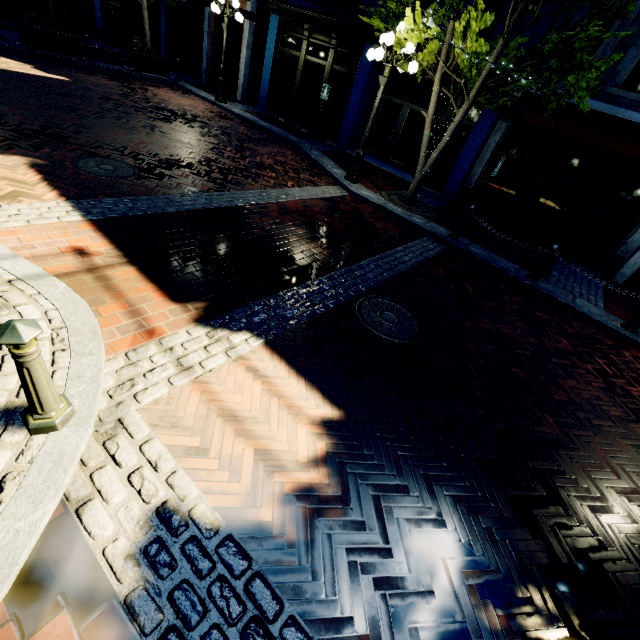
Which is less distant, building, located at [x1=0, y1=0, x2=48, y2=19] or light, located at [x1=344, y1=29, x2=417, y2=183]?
light, located at [x1=344, y1=29, x2=417, y2=183]

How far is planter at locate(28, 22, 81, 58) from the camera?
11.3m

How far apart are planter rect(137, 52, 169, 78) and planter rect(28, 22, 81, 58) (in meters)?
2.29

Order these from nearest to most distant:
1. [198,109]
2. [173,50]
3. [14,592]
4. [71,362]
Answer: [14,592], [71,362], [198,109], [173,50]

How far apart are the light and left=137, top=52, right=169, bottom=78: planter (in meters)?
11.23

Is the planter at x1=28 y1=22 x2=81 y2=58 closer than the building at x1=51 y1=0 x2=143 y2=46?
Yes

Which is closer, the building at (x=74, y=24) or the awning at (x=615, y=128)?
the awning at (x=615, y=128)

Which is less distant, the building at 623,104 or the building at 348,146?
the building at 623,104
